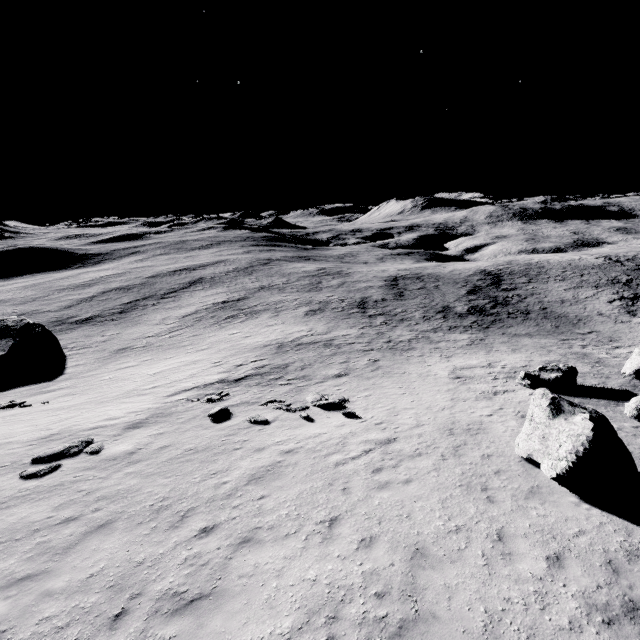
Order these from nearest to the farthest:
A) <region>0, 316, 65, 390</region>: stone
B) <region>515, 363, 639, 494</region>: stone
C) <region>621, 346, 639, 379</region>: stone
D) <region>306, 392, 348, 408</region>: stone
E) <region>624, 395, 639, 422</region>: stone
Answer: <region>515, 363, 639, 494</region>: stone → <region>624, 395, 639, 422</region>: stone → <region>306, 392, 348, 408</region>: stone → <region>621, 346, 639, 379</region>: stone → <region>0, 316, 65, 390</region>: stone

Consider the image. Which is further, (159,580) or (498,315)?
(498,315)

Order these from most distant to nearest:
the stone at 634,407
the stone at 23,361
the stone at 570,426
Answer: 1. the stone at 23,361
2. the stone at 634,407
3. the stone at 570,426

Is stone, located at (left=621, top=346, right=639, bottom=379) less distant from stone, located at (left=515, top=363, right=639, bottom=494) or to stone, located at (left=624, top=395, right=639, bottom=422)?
stone, located at (left=624, top=395, right=639, bottom=422)

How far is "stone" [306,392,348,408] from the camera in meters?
16.8

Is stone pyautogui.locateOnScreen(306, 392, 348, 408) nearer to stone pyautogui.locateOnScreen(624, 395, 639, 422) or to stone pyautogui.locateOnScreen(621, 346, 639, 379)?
stone pyautogui.locateOnScreen(624, 395, 639, 422)

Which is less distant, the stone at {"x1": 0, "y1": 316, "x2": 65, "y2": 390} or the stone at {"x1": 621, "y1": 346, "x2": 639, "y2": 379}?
the stone at {"x1": 621, "y1": 346, "x2": 639, "y2": 379}

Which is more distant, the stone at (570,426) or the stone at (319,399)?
the stone at (319,399)
